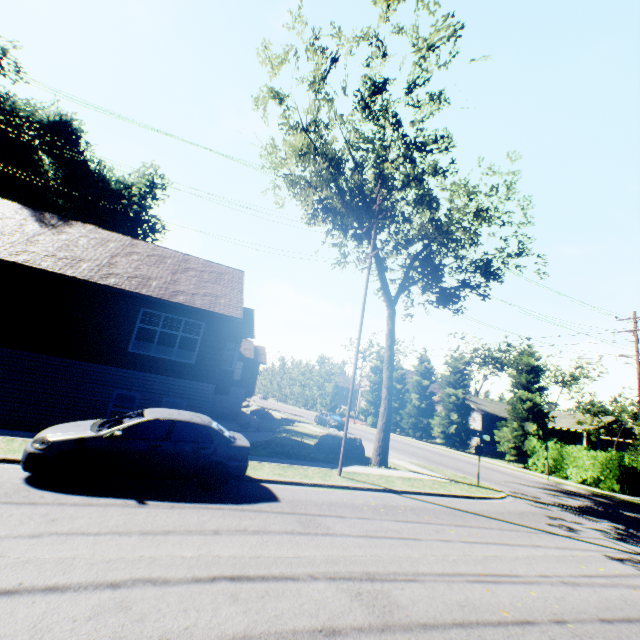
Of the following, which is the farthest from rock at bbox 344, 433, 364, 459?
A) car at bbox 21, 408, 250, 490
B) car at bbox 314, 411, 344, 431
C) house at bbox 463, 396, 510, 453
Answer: house at bbox 463, 396, 510, 453

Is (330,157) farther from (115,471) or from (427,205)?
(115,471)

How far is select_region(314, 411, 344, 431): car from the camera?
31.2 meters

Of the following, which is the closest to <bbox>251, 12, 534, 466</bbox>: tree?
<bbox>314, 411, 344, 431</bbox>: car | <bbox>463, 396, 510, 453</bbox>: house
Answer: <bbox>463, 396, 510, 453</bbox>: house

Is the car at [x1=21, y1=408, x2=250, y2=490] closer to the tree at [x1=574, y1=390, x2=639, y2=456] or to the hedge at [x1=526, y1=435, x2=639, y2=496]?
the tree at [x1=574, y1=390, x2=639, y2=456]

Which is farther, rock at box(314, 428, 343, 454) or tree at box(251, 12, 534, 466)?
rock at box(314, 428, 343, 454)

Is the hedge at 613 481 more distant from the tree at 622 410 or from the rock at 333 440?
the rock at 333 440

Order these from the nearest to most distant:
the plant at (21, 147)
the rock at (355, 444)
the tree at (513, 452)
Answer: the rock at (355, 444) < the tree at (513, 452) < the plant at (21, 147)
